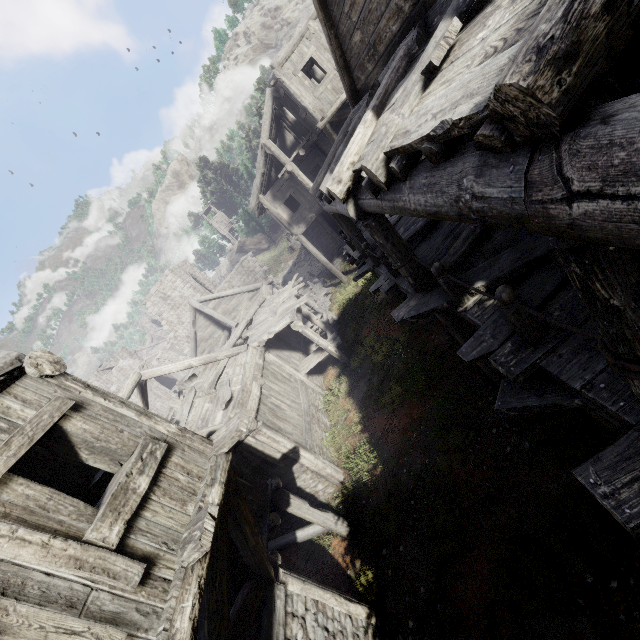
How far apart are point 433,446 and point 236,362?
8.82m

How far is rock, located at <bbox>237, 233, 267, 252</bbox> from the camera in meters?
58.5 m

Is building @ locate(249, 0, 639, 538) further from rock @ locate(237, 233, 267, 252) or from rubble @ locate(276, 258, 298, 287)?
rock @ locate(237, 233, 267, 252)

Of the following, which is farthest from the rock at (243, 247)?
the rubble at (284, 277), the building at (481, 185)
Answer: the rubble at (284, 277)

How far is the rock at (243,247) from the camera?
58.50m

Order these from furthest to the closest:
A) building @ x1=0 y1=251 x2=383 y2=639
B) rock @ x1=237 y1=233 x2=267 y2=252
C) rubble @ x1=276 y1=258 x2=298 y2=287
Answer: rock @ x1=237 y1=233 x2=267 y2=252 → rubble @ x1=276 y1=258 x2=298 y2=287 → building @ x1=0 y1=251 x2=383 y2=639

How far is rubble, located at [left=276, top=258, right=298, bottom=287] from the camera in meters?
33.4 m
